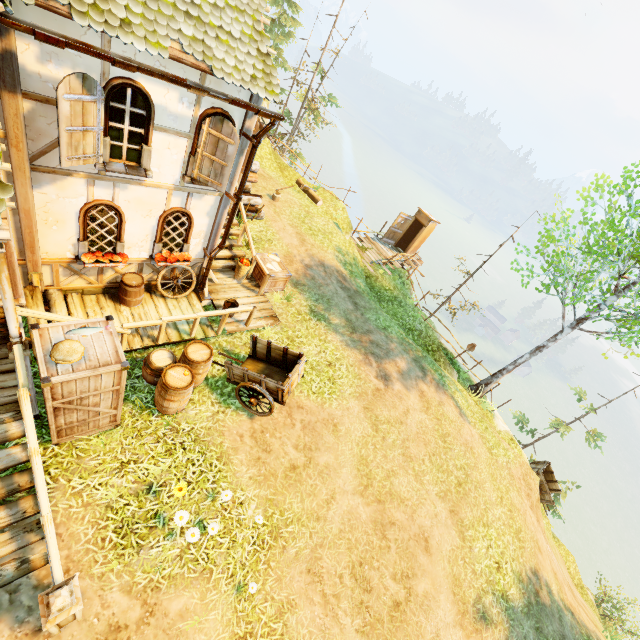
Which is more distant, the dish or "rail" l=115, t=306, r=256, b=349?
"rail" l=115, t=306, r=256, b=349

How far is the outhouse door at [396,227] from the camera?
18.69m

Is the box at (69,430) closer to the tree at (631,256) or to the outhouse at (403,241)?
the tree at (631,256)

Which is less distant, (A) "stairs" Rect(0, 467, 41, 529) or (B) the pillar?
(B) the pillar

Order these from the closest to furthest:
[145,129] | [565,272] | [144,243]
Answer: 1. [145,129]
2. [144,243]
3. [565,272]

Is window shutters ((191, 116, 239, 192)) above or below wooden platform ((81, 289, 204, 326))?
above

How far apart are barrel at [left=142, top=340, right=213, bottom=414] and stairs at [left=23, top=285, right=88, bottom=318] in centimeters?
122cm

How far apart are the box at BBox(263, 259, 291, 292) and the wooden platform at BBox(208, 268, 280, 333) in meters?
0.0
